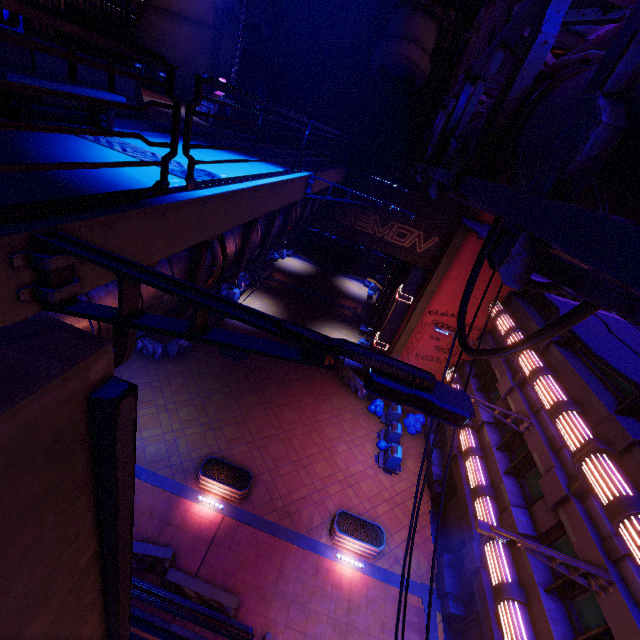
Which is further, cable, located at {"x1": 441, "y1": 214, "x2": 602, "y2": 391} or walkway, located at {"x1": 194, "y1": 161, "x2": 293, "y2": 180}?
walkway, located at {"x1": 194, "y1": 161, "x2": 293, "y2": 180}

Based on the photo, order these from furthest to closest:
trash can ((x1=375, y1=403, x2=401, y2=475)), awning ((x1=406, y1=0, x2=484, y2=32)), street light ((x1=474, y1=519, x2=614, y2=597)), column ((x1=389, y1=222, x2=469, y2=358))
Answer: trash can ((x1=375, y1=403, x2=401, y2=475)) → column ((x1=389, y1=222, x2=469, y2=358)) → awning ((x1=406, y1=0, x2=484, y2=32)) → street light ((x1=474, y1=519, x2=614, y2=597))

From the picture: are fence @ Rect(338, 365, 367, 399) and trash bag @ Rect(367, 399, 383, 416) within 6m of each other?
yes

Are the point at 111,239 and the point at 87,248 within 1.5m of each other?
yes

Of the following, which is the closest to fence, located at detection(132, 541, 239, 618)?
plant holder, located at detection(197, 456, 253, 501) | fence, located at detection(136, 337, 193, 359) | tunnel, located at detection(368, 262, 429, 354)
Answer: plant holder, located at detection(197, 456, 253, 501)

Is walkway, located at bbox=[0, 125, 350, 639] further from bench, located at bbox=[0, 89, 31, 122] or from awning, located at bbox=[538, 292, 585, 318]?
awning, located at bbox=[538, 292, 585, 318]

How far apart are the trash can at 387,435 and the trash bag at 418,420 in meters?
1.0 m

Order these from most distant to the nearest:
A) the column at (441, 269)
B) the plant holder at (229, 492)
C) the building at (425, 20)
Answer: the column at (441, 269) → the plant holder at (229, 492) → the building at (425, 20)
